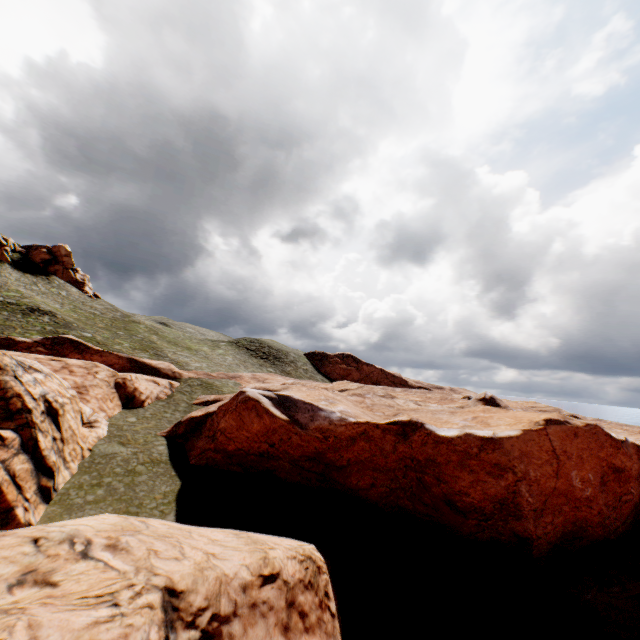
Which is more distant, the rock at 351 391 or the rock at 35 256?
the rock at 35 256

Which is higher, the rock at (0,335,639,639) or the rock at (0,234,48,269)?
the rock at (0,234,48,269)

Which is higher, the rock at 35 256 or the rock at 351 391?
the rock at 35 256

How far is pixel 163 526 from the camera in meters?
13.1 m

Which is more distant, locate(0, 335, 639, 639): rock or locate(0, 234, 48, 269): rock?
locate(0, 234, 48, 269): rock
